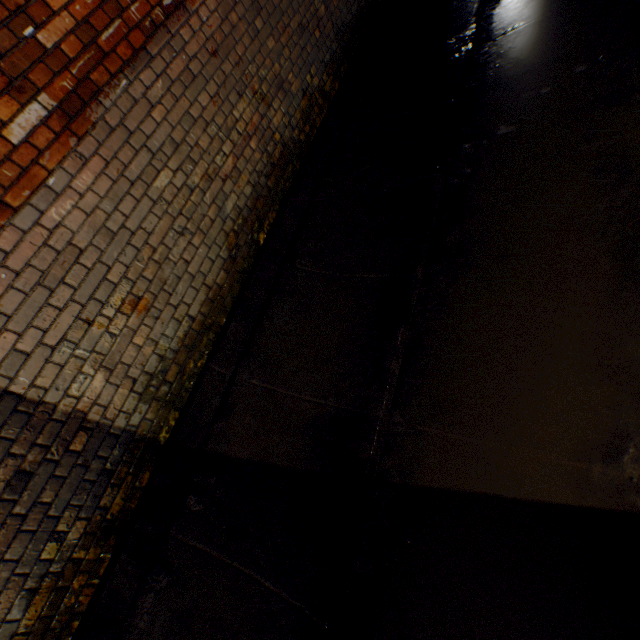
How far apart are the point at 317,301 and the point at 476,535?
2.1m
